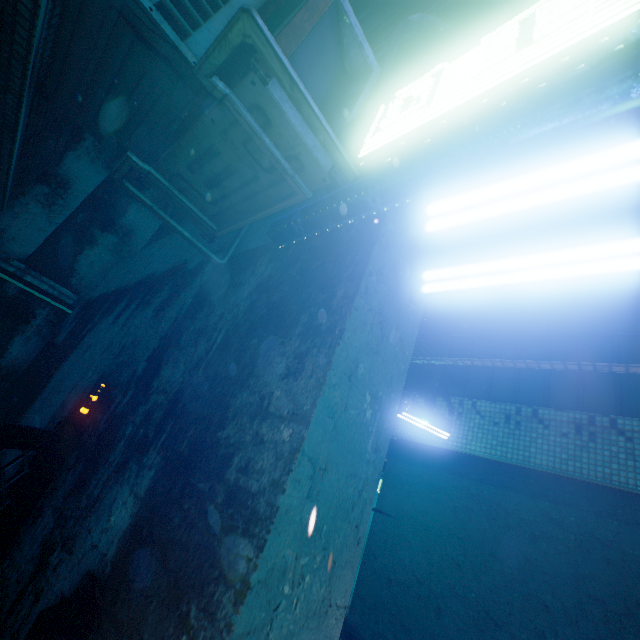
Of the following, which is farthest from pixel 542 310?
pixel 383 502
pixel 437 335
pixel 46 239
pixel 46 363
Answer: pixel 46 239

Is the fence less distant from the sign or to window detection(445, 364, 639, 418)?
the sign

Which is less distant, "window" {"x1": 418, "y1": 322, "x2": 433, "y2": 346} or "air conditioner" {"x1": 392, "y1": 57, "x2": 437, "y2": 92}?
"air conditioner" {"x1": 392, "y1": 57, "x2": 437, "y2": 92}

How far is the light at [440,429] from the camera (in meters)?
4.69

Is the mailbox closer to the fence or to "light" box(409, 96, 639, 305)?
the fence

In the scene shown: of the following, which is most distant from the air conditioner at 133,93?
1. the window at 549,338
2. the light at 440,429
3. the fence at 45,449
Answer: the window at 549,338

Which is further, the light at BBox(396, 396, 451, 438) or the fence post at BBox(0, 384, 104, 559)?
the light at BBox(396, 396, 451, 438)

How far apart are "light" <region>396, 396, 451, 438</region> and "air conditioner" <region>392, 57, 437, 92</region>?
3.63m
